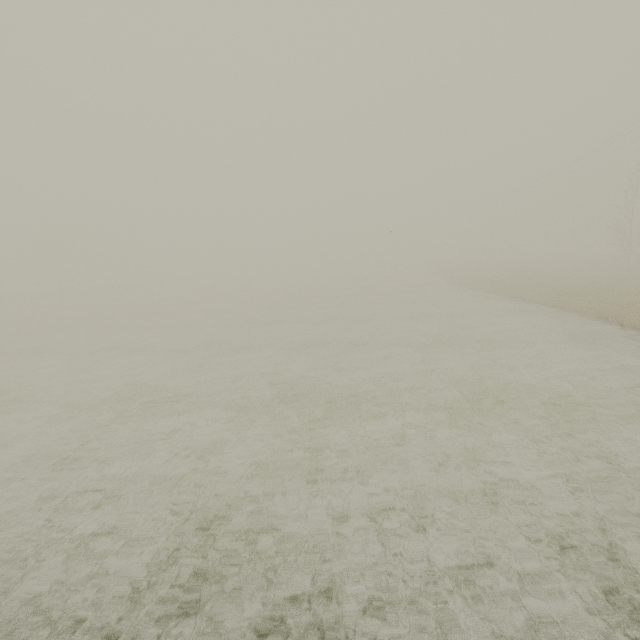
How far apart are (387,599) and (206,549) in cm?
265
